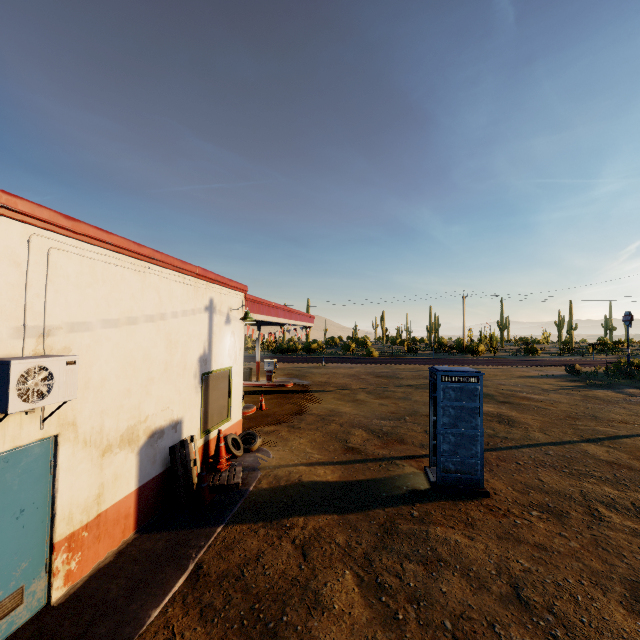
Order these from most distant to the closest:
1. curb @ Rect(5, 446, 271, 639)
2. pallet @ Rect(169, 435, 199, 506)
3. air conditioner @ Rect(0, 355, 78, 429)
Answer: pallet @ Rect(169, 435, 199, 506) < curb @ Rect(5, 446, 271, 639) < air conditioner @ Rect(0, 355, 78, 429)

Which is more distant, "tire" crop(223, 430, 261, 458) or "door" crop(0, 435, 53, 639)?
"tire" crop(223, 430, 261, 458)

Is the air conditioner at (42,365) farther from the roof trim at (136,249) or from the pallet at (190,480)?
the pallet at (190,480)

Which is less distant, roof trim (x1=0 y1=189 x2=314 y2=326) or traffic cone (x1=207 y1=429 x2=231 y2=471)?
roof trim (x1=0 y1=189 x2=314 y2=326)

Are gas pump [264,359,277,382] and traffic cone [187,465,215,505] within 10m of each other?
no

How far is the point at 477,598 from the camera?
4.4 meters

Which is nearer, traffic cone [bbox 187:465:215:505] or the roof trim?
the roof trim

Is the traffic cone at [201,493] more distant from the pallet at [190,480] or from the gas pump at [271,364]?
the gas pump at [271,364]
